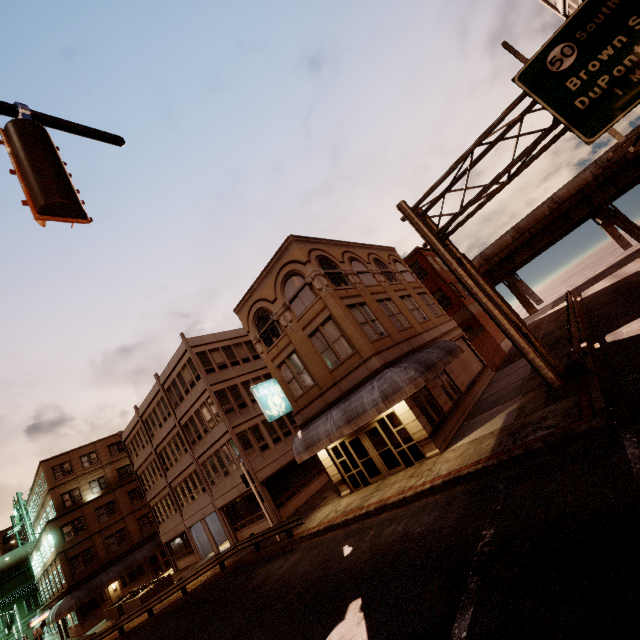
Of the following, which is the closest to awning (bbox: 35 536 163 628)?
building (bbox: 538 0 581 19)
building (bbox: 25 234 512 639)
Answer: building (bbox: 25 234 512 639)

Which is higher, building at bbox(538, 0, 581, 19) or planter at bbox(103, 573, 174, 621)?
building at bbox(538, 0, 581, 19)

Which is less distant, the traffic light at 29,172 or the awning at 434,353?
the traffic light at 29,172

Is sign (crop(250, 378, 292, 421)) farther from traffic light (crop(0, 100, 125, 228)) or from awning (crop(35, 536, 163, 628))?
awning (crop(35, 536, 163, 628))

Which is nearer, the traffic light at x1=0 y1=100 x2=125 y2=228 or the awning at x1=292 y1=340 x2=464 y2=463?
the traffic light at x1=0 y1=100 x2=125 y2=228

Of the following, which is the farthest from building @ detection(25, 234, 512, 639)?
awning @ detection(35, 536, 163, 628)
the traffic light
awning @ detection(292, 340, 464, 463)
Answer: the traffic light

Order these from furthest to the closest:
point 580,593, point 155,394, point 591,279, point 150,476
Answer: point 591,279, point 150,476, point 155,394, point 580,593

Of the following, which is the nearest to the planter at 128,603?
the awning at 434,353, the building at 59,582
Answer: the building at 59,582
